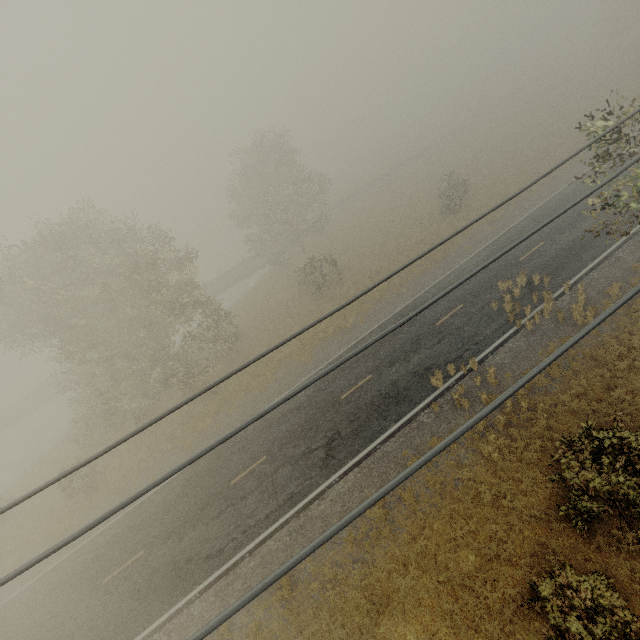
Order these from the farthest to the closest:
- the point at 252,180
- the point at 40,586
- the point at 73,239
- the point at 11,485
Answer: the point at 252,180
the point at 11,485
the point at 73,239
the point at 40,586
